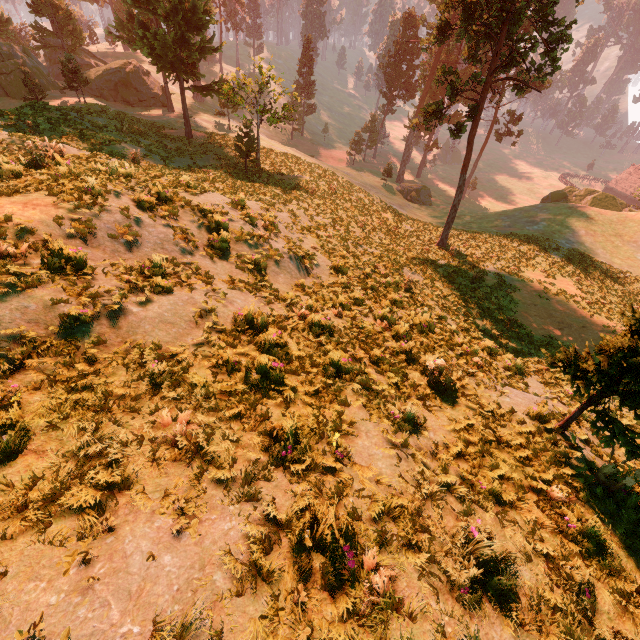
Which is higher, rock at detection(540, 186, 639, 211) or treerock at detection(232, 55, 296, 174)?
treerock at detection(232, 55, 296, 174)

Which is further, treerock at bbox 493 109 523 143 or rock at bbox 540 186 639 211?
treerock at bbox 493 109 523 143

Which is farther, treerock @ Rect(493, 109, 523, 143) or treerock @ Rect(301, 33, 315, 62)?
treerock @ Rect(301, 33, 315, 62)

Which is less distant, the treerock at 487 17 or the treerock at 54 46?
the treerock at 487 17

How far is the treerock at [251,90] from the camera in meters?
23.3

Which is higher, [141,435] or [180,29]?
[180,29]

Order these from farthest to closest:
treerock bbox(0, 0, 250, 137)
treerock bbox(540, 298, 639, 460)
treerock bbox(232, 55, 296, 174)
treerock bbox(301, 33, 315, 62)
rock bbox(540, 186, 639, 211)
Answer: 1. treerock bbox(301, 33, 315, 62)
2. rock bbox(540, 186, 639, 211)
3. treerock bbox(0, 0, 250, 137)
4. treerock bbox(232, 55, 296, 174)
5. treerock bbox(540, 298, 639, 460)

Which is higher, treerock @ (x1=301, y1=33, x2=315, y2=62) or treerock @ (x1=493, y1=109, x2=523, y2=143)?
treerock @ (x1=301, y1=33, x2=315, y2=62)
